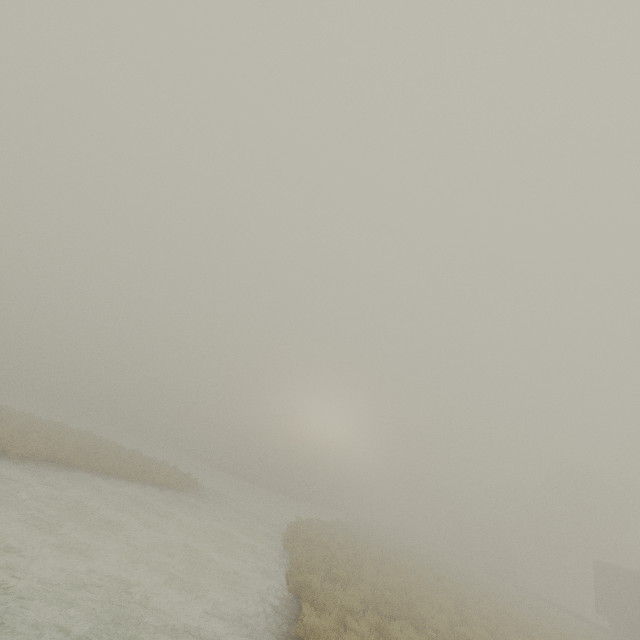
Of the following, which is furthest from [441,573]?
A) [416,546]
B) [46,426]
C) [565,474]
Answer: [565,474]
